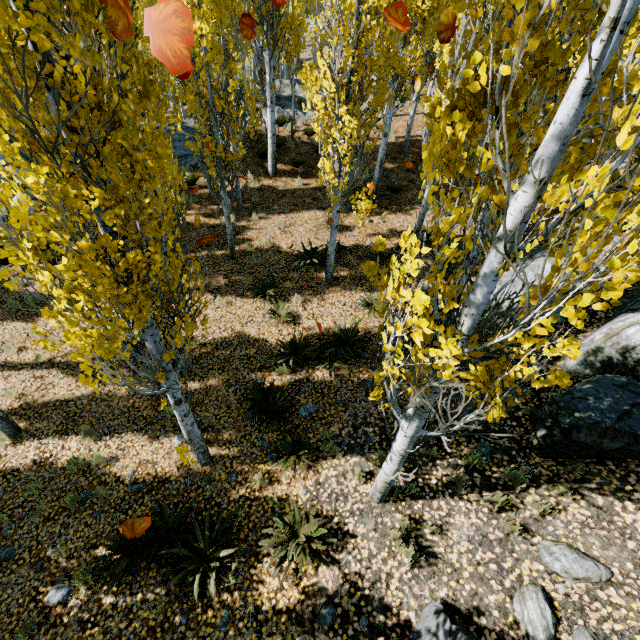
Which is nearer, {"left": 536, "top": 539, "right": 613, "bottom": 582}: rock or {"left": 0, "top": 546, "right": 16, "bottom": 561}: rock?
{"left": 536, "top": 539, "right": 613, "bottom": 582}: rock

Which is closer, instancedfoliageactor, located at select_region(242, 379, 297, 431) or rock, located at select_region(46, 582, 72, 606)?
rock, located at select_region(46, 582, 72, 606)

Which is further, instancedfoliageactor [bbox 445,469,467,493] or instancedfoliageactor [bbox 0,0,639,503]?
instancedfoliageactor [bbox 445,469,467,493]

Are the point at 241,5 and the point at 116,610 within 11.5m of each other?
no

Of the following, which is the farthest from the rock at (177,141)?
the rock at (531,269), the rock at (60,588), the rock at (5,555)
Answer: the rock at (60,588)

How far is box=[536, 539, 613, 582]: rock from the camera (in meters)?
3.94

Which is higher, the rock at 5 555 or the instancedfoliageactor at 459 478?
the instancedfoliageactor at 459 478

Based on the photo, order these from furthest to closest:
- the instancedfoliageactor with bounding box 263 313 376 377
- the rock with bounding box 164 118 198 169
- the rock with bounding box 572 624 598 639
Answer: the rock with bounding box 164 118 198 169 < the instancedfoliageactor with bounding box 263 313 376 377 < the rock with bounding box 572 624 598 639
